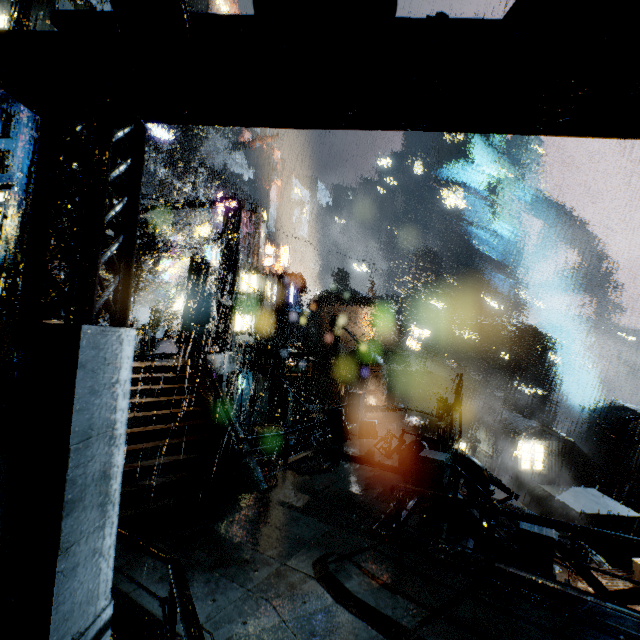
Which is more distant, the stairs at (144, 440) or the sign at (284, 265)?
the sign at (284, 265)

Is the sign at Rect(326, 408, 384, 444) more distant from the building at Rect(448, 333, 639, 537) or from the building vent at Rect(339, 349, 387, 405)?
the building vent at Rect(339, 349, 387, 405)

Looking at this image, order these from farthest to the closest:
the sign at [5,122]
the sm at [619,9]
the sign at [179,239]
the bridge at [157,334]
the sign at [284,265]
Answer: the sign at [284,265], the sign at [179,239], the bridge at [157,334], the sign at [5,122], the sm at [619,9]

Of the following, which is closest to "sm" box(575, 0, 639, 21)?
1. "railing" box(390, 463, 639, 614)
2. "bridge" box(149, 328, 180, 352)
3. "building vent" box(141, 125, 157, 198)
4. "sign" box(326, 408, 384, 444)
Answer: "railing" box(390, 463, 639, 614)

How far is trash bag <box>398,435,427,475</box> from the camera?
11.7 meters

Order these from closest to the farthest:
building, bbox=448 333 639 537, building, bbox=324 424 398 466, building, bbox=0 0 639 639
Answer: building, bbox=0 0 639 639
building, bbox=324 424 398 466
building, bbox=448 333 639 537

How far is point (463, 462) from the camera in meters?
14.9

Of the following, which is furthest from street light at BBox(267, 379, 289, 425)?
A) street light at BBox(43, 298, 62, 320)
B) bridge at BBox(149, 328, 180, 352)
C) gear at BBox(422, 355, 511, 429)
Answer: gear at BBox(422, 355, 511, 429)
